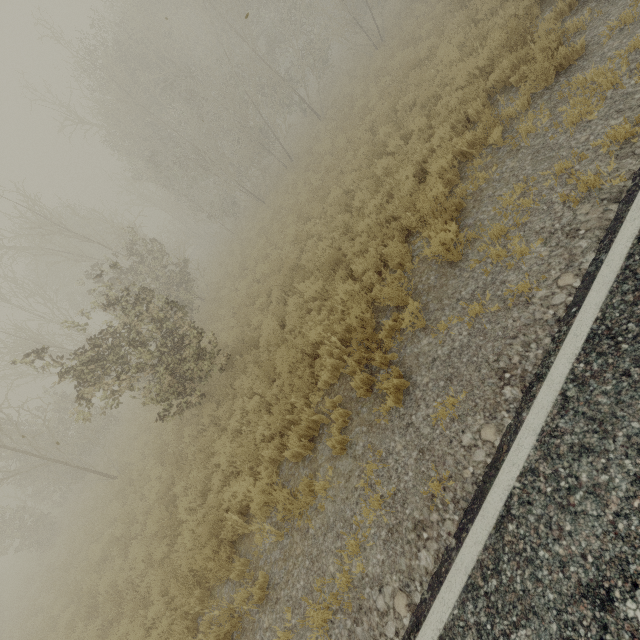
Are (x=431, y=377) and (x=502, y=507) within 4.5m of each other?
yes
